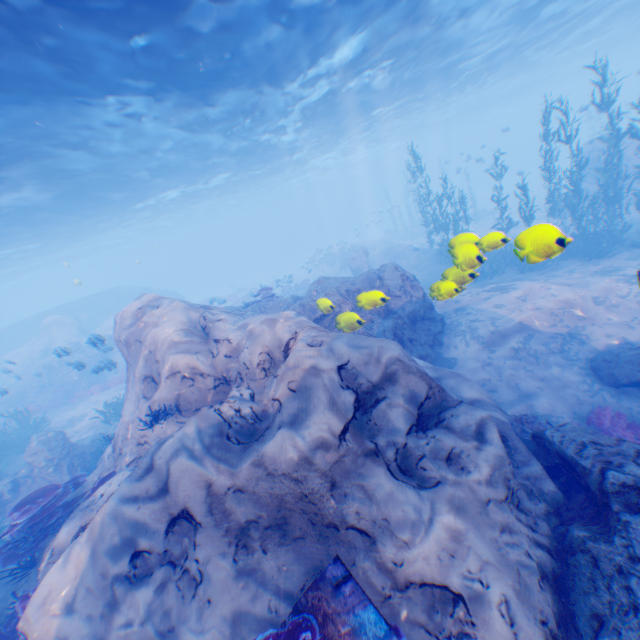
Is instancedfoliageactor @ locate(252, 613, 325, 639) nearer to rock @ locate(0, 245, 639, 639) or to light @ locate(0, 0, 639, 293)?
rock @ locate(0, 245, 639, 639)

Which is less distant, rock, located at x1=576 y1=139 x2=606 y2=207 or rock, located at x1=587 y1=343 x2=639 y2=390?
rock, located at x1=587 y1=343 x2=639 y2=390

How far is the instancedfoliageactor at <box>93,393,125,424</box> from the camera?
15.5m

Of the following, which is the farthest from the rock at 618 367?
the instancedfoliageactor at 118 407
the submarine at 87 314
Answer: the instancedfoliageactor at 118 407

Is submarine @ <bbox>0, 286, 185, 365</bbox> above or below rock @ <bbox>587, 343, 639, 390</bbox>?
above

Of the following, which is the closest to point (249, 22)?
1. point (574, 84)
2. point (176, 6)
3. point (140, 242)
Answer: point (176, 6)

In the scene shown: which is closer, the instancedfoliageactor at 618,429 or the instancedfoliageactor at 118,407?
the instancedfoliageactor at 618,429

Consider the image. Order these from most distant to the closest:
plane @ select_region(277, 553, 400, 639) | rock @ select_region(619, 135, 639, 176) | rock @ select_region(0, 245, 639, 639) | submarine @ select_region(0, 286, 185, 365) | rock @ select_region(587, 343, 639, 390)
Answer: submarine @ select_region(0, 286, 185, 365) → rock @ select_region(619, 135, 639, 176) → rock @ select_region(587, 343, 639, 390) → rock @ select_region(0, 245, 639, 639) → plane @ select_region(277, 553, 400, 639)
